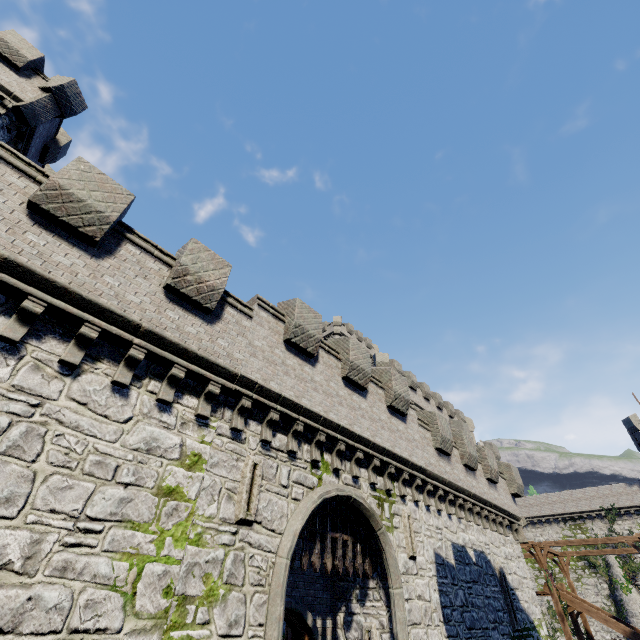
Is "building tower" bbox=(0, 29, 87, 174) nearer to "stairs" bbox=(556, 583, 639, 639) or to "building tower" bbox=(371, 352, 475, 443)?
"building tower" bbox=(371, 352, 475, 443)

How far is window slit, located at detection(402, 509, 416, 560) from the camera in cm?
1140

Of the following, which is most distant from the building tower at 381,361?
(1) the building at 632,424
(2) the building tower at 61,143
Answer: (2) the building tower at 61,143

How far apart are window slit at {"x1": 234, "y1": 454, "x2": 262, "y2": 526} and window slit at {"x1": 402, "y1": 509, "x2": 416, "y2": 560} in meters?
6.7 m

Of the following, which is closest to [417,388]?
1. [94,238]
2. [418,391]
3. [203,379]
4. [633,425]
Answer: [418,391]

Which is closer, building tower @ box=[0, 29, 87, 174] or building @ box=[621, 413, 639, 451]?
building tower @ box=[0, 29, 87, 174]

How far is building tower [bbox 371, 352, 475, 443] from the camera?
33.0 meters

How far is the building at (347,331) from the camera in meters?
50.7 m
